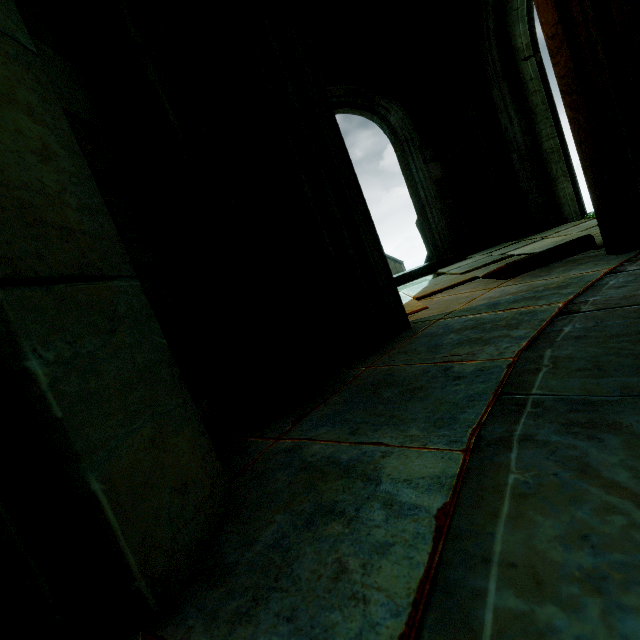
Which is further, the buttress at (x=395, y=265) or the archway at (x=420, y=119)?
the buttress at (x=395, y=265)

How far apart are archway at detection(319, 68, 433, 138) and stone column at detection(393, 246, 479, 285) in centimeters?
282cm

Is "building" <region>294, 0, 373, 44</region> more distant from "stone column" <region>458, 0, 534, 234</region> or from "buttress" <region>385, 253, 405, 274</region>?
"buttress" <region>385, 253, 405, 274</region>

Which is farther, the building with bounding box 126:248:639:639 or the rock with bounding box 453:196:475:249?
the rock with bounding box 453:196:475:249

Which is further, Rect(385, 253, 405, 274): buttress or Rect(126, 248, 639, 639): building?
Rect(385, 253, 405, 274): buttress

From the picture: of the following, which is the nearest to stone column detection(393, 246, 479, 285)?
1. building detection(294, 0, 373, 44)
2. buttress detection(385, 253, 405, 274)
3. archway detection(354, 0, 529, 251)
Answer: archway detection(354, 0, 529, 251)

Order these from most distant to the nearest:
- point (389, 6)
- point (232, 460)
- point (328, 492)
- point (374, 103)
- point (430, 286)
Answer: point (374, 103) → point (389, 6) → point (430, 286) → point (232, 460) → point (328, 492)

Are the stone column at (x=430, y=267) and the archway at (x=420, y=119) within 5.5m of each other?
yes
